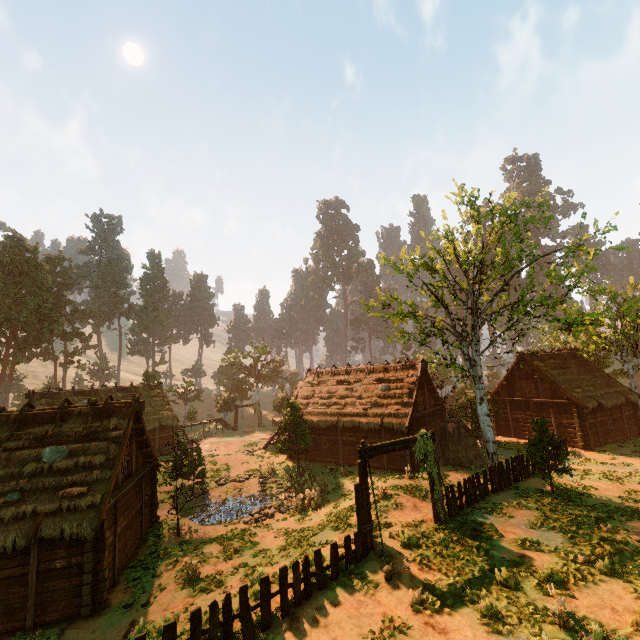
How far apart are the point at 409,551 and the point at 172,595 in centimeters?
946cm

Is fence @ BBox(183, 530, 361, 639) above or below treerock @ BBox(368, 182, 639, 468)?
below

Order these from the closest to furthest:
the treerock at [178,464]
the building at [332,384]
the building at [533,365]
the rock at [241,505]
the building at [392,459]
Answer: the treerock at [178,464]
the rock at [241,505]
the building at [392,459]
the building at [332,384]
the building at [533,365]

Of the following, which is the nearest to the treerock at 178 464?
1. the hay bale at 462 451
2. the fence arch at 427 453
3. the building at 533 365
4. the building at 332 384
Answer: the building at 332 384

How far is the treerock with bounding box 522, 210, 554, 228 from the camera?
16.2m

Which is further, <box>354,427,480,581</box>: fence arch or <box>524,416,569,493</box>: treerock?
<box>524,416,569,493</box>: treerock

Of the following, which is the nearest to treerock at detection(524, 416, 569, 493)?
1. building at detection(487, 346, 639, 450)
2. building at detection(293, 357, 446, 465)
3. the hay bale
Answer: building at detection(293, 357, 446, 465)
